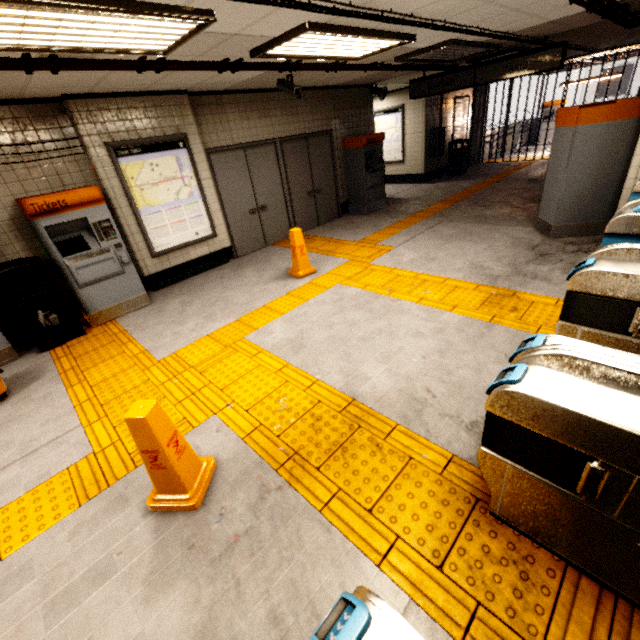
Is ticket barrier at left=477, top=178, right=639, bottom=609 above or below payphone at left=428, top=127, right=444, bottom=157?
below

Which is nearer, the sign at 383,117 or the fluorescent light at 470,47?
the fluorescent light at 470,47

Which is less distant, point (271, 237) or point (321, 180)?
point (271, 237)

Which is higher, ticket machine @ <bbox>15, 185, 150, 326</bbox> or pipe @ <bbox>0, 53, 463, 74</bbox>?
pipe @ <bbox>0, 53, 463, 74</bbox>

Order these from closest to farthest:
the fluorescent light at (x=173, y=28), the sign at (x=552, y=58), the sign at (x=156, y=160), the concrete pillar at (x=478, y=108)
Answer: the fluorescent light at (x=173, y=28), the sign at (x=156, y=160), the sign at (x=552, y=58), the concrete pillar at (x=478, y=108)

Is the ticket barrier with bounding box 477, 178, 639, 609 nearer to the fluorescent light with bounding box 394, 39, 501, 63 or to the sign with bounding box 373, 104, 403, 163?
the fluorescent light with bounding box 394, 39, 501, 63

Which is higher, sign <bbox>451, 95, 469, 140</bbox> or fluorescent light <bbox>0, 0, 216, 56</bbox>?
fluorescent light <bbox>0, 0, 216, 56</bbox>

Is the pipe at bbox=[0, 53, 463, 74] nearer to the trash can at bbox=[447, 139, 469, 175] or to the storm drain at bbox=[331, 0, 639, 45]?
the storm drain at bbox=[331, 0, 639, 45]
